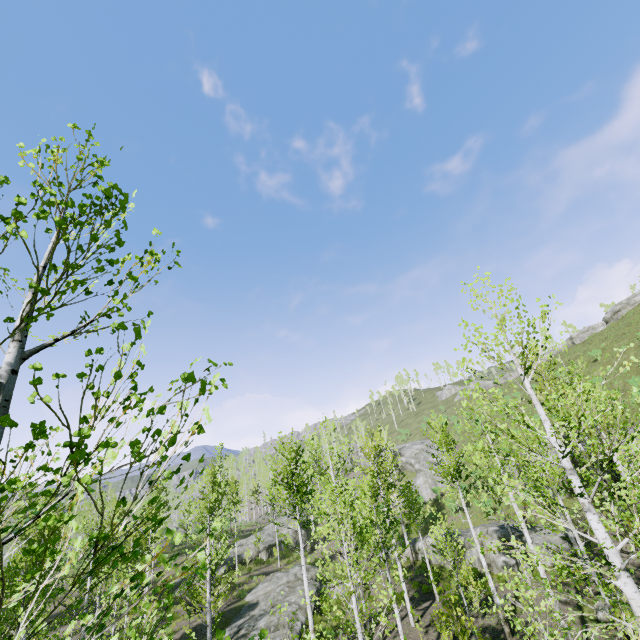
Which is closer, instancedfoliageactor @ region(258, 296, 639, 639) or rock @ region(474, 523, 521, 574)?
instancedfoliageactor @ region(258, 296, 639, 639)

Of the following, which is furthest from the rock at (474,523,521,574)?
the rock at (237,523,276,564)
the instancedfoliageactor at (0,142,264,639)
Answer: the rock at (237,523,276,564)

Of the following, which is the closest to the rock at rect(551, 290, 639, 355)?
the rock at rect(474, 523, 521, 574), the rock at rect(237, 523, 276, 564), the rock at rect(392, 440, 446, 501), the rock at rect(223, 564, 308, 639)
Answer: the rock at rect(392, 440, 446, 501)

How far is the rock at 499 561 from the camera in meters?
19.9 m

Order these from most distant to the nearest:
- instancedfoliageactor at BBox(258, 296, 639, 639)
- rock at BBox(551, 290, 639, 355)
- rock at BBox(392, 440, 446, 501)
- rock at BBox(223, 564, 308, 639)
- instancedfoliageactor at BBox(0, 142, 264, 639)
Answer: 1. rock at BBox(551, 290, 639, 355)
2. rock at BBox(392, 440, 446, 501)
3. rock at BBox(223, 564, 308, 639)
4. instancedfoliageactor at BBox(258, 296, 639, 639)
5. instancedfoliageactor at BBox(0, 142, 264, 639)

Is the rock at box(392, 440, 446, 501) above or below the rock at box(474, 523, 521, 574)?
above

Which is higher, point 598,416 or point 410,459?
→ point 410,459

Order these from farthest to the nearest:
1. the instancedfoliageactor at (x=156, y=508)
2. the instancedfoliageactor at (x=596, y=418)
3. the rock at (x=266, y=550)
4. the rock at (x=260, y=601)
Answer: the rock at (x=266, y=550) < the rock at (x=260, y=601) < the instancedfoliageactor at (x=596, y=418) < the instancedfoliageactor at (x=156, y=508)
